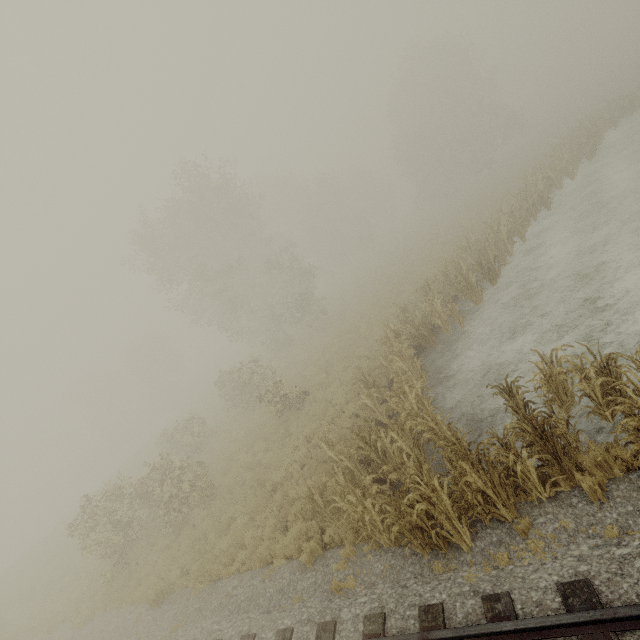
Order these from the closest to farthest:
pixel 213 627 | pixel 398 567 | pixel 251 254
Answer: pixel 398 567 → pixel 213 627 → pixel 251 254
